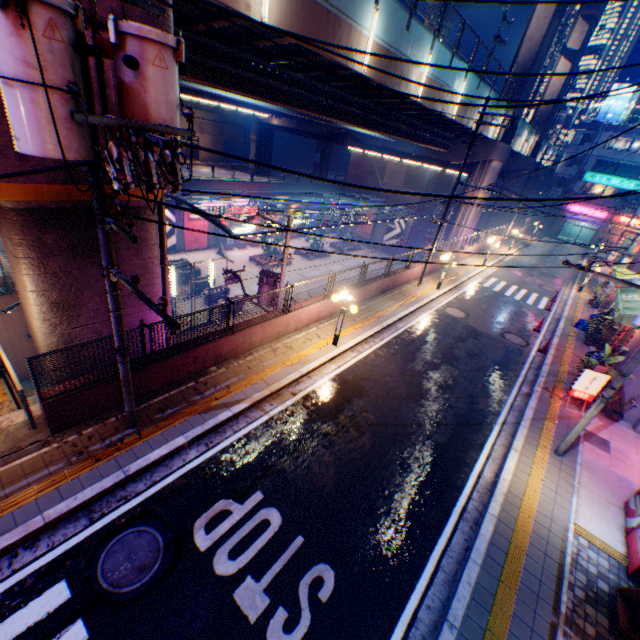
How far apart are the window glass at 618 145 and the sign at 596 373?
52.95m

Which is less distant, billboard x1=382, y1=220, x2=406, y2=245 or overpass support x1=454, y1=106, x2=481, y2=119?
overpass support x1=454, y1=106, x2=481, y2=119

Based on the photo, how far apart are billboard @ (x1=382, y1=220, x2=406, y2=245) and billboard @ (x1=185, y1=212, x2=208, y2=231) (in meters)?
24.00

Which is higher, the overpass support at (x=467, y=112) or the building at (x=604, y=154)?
the building at (x=604, y=154)

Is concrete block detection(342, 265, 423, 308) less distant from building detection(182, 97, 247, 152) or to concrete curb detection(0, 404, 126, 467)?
concrete curb detection(0, 404, 126, 467)

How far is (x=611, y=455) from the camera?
10.2 meters

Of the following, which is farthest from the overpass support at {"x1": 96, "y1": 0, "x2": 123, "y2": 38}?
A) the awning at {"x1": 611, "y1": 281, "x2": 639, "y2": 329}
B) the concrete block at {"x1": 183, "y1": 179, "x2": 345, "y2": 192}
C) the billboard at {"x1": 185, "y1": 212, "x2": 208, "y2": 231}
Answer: the awning at {"x1": 611, "y1": 281, "x2": 639, "y2": 329}

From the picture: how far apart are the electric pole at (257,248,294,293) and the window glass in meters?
56.7
